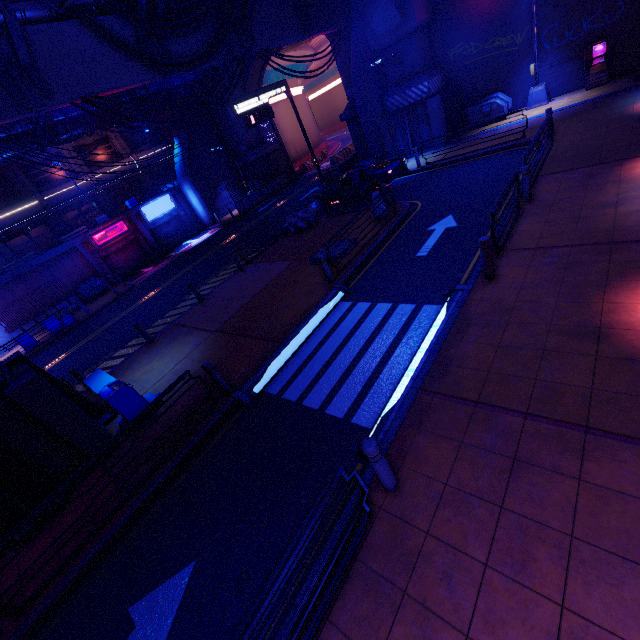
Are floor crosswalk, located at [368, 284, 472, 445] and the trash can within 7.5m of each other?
yes

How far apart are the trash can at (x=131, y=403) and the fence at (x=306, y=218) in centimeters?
1143cm

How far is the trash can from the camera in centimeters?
846cm

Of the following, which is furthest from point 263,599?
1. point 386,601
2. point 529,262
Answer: point 529,262

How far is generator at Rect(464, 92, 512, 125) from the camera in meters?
19.0

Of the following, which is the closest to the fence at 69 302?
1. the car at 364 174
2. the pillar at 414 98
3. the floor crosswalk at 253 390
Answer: the car at 364 174

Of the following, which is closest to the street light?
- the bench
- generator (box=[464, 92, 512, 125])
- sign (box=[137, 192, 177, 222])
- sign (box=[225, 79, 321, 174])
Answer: generator (box=[464, 92, 512, 125])

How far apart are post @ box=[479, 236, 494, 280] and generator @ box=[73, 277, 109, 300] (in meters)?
29.84
